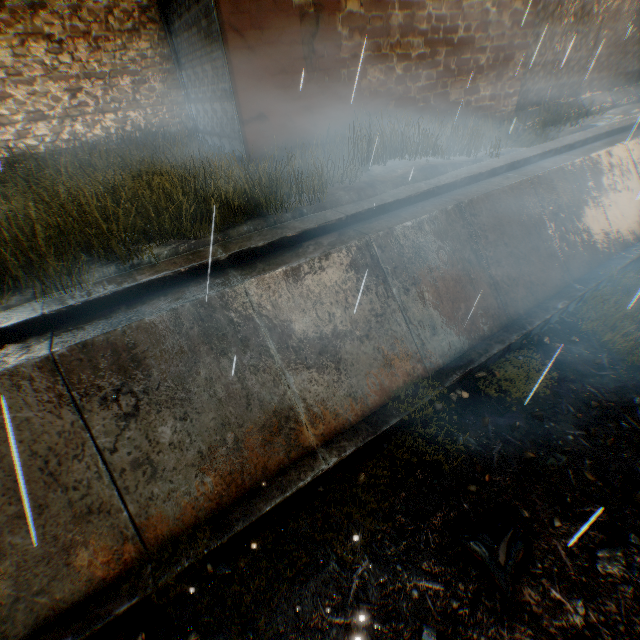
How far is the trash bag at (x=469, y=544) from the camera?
3.3m

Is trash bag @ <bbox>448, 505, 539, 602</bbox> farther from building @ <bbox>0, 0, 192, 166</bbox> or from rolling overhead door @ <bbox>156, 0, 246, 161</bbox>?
rolling overhead door @ <bbox>156, 0, 246, 161</bbox>

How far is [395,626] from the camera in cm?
320

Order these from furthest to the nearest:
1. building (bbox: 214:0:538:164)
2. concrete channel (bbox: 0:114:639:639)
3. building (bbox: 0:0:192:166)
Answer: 1. building (bbox: 0:0:192:166)
2. building (bbox: 214:0:538:164)
3. concrete channel (bbox: 0:114:639:639)

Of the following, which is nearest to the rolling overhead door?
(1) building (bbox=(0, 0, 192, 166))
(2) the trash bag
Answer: (1) building (bbox=(0, 0, 192, 166))

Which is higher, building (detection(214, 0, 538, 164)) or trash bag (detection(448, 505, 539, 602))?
building (detection(214, 0, 538, 164))

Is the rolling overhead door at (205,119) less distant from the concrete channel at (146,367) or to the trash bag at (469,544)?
the concrete channel at (146,367)
